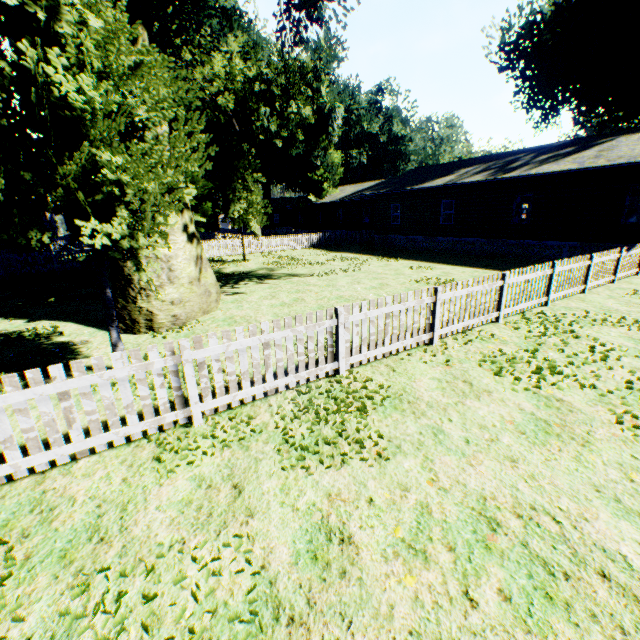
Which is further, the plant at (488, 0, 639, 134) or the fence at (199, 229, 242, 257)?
the fence at (199, 229, 242, 257)

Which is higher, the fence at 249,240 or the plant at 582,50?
the plant at 582,50

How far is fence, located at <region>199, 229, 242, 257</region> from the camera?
25.1m

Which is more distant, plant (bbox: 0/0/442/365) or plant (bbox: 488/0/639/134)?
plant (bbox: 488/0/639/134)

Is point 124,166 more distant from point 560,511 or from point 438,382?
point 560,511

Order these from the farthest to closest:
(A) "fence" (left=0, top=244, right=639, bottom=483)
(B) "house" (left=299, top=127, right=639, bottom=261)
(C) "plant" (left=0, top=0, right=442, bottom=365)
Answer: (B) "house" (left=299, top=127, right=639, bottom=261), (C) "plant" (left=0, top=0, right=442, bottom=365), (A) "fence" (left=0, top=244, right=639, bottom=483)

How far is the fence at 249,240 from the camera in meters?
27.1 m
